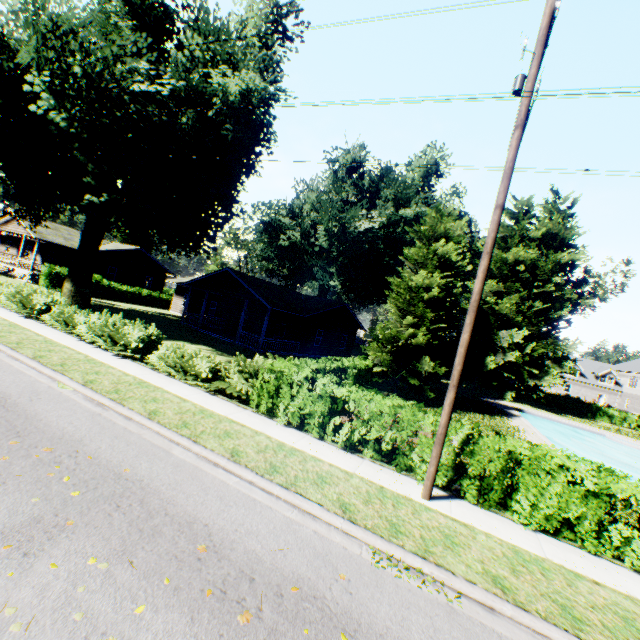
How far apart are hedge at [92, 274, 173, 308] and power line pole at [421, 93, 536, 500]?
37.6m

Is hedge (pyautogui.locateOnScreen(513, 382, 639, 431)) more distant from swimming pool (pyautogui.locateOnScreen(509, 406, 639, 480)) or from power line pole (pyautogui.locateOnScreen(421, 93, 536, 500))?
power line pole (pyautogui.locateOnScreen(421, 93, 536, 500))

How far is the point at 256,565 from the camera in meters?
4.4 m

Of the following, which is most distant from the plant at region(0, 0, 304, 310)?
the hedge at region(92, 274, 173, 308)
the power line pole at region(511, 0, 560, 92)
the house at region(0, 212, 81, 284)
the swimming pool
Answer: the power line pole at region(511, 0, 560, 92)

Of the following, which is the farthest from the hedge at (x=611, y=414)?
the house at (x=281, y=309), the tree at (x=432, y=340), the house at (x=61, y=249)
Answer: the house at (x=61, y=249)

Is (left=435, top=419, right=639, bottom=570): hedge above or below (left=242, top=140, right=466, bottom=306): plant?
below

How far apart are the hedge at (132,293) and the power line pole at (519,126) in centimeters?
3756cm

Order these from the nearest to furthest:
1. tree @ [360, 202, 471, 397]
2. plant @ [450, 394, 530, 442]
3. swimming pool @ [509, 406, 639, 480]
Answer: plant @ [450, 394, 530, 442]
tree @ [360, 202, 471, 397]
swimming pool @ [509, 406, 639, 480]
